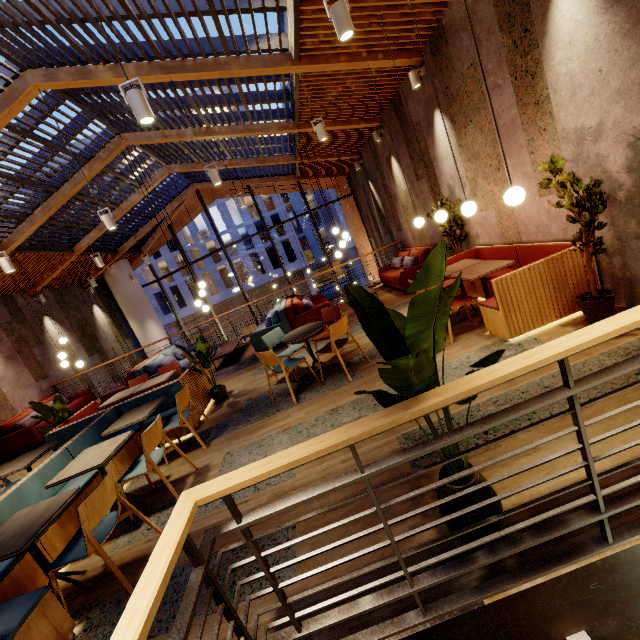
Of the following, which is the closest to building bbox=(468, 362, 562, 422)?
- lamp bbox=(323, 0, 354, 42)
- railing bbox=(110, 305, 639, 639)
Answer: railing bbox=(110, 305, 639, 639)

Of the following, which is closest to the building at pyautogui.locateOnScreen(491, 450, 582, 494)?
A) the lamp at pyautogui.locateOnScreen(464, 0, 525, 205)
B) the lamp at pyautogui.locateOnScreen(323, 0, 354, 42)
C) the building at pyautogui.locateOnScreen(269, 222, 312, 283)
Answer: the lamp at pyautogui.locateOnScreen(464, 0, 525, 205)

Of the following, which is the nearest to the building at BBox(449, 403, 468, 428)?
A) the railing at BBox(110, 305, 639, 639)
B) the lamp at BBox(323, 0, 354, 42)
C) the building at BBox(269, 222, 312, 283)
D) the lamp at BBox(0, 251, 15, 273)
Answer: the railing at BBox(110, 305, 639, 639)

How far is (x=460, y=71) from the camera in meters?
4.6

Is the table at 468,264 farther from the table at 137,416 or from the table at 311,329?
the table at 137,416

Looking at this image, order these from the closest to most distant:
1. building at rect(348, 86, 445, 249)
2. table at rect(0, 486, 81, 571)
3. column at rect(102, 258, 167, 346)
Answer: table at rect(0, 486, 81, 571)
building at rect(348, 86, 445, 249)
column at rect(102, 258, 167, 346)

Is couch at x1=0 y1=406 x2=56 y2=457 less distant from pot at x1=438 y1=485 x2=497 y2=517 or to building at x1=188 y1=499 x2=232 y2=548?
building at x1=188 y1=499 x2=232 y2=548

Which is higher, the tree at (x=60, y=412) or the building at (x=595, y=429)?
the tree at (x=60, y=412)
